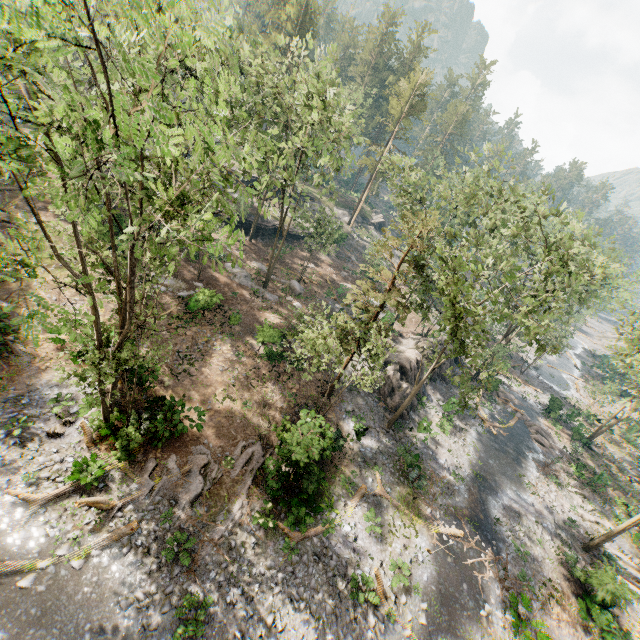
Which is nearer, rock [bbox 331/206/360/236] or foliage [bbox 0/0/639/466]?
foliage [bbox 0/0/639/466]

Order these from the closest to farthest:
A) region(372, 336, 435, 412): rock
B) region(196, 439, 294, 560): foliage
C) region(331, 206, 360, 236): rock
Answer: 1. region(196, 439, 294, 560): foliage
2. region(372, 336, 435, 412): rock
3. region(331, 206, 360, 236): rock

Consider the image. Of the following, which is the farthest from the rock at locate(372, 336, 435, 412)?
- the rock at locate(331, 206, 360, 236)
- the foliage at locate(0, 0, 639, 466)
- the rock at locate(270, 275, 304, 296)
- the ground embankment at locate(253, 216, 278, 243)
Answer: the ground embankment at locate(253, 216, 278, 243)

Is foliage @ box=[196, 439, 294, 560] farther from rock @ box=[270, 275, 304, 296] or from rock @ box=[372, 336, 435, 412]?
rock @ box=[270, 275, 304, 296]

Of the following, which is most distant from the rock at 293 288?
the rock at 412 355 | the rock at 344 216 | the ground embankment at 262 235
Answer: the rock at 344 216

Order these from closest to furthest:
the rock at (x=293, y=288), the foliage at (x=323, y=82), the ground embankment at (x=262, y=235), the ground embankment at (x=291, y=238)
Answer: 1. the foliage at (x=323, y=82)
2. the rock at (x=293, y=288)
3. the ground embankment at (x=262, y=235)
4. the ground embankment at (x=291, y=238)

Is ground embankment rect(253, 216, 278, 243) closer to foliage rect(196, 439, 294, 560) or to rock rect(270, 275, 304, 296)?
foliage rect(196, 439, 294, 560)

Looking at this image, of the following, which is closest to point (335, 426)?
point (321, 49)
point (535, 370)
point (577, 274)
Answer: point (577, 274)
